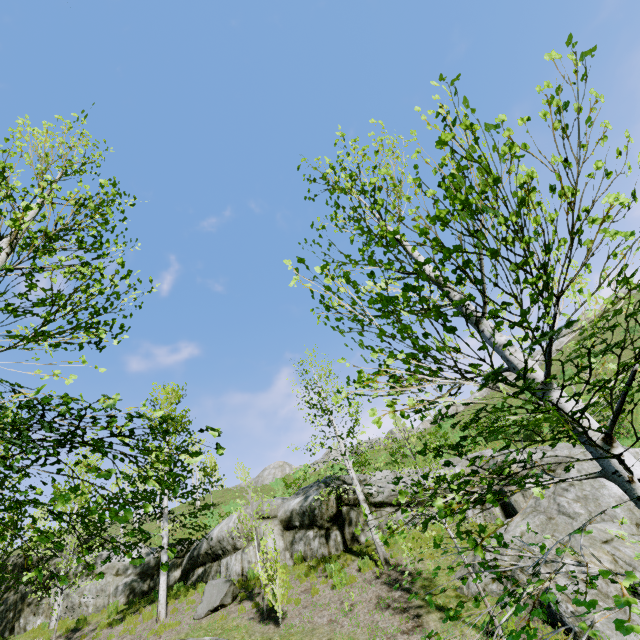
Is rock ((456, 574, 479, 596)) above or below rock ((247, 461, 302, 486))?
below

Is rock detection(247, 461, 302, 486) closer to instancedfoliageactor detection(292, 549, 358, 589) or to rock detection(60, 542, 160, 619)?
rock detection(60, 542, 160, 619)

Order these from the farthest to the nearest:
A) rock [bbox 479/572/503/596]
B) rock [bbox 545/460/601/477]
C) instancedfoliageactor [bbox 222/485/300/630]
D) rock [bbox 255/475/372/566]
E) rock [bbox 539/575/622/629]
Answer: rock [bbox 255/475/372/566]
rock [bbox 545/460/601/477]
instancedfoliageactor [bbox 222/485/300/630]
rock [bbox 479/572/503/596]
rock [bbox 539/575/622/629]

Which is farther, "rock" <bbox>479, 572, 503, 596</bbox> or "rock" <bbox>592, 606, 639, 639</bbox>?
"rock" <bbox>479, 572, 503, 596</bbox>

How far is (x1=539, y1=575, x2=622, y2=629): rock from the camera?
6.2 meters

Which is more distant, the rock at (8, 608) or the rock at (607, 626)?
the rock at (8, 608)

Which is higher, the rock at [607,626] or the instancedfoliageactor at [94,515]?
the instancedfoliageactor at [94,515]

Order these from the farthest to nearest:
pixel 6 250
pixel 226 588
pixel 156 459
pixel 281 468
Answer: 1. pixel 281 468
2. pixel 156 459
3. pixel 226 588
4. pixel 6 250
